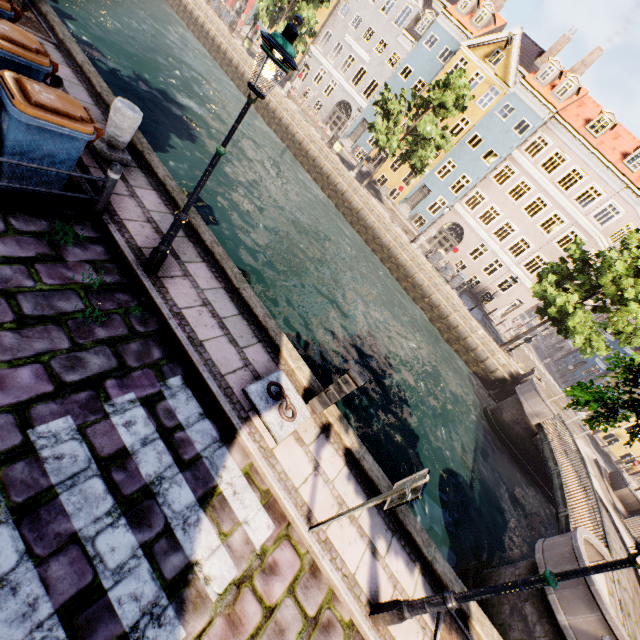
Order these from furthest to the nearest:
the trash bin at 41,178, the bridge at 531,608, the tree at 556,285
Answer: the tree at 556,285 < the bridge at 531,608 < the trash bin at 41,178

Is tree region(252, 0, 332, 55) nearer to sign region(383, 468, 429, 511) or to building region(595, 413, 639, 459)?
sign region(383, 468, 429, 511)

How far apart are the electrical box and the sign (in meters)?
1.56

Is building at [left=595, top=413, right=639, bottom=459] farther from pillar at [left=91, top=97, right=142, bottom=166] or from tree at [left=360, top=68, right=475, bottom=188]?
pillar at [left=91, top=97, right=142, bottom=166]

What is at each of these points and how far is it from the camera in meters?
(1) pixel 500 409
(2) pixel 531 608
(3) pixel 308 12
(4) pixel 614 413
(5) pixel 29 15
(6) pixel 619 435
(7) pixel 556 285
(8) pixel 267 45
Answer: (1) bridge, 19.2 m
(2) bridge, 7.9 m
(3) tree, 26.0 m
(4) tree, 3.7 m
(5) tree planter, 7.7 m
(6) building, 27.9 m
(7) tree, 20.5 m
(8) street light, 3.4 m

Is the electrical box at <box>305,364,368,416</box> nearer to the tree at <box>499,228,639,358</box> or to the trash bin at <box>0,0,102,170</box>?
the tree at <box>499,228,639,358</box>

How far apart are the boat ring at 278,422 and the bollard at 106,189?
3.6 meters

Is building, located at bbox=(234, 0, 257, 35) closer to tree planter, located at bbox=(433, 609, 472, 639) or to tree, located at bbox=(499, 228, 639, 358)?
tree, located at bbox=(499, 228, 639, 358)
